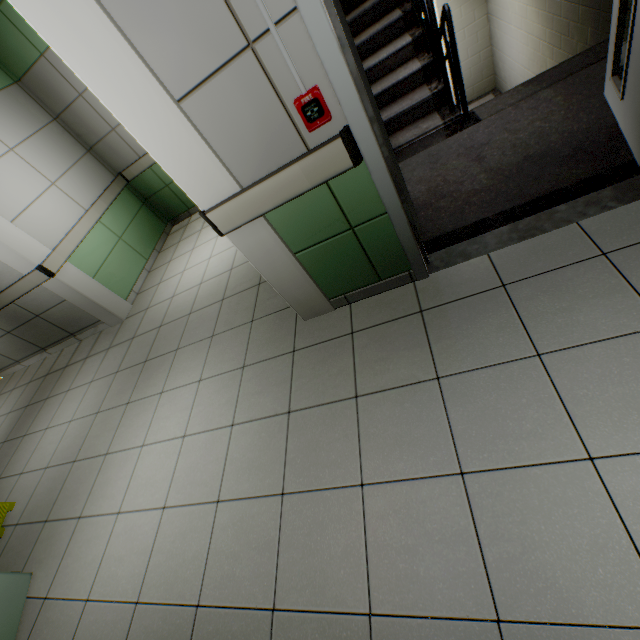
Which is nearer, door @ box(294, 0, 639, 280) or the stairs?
door @ box(294, 0, 639, 280)

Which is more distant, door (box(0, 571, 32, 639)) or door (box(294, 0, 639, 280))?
door (box(0, 571, 32, 639))

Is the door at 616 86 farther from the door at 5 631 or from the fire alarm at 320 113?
the door at 5 631

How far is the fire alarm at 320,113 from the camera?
1.4m

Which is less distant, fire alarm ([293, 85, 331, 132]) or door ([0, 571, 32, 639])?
fire alarm ([293, 85, 331, 132])

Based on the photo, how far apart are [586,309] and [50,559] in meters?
4.1

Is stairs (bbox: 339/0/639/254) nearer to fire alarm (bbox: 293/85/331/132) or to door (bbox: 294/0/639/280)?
door (bbox: 294/0/639/280)

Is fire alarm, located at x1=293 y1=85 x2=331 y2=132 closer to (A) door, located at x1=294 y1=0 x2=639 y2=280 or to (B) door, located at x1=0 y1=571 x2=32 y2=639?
(A) door, located at x1=294 y1=0 x2=639 y2=280
